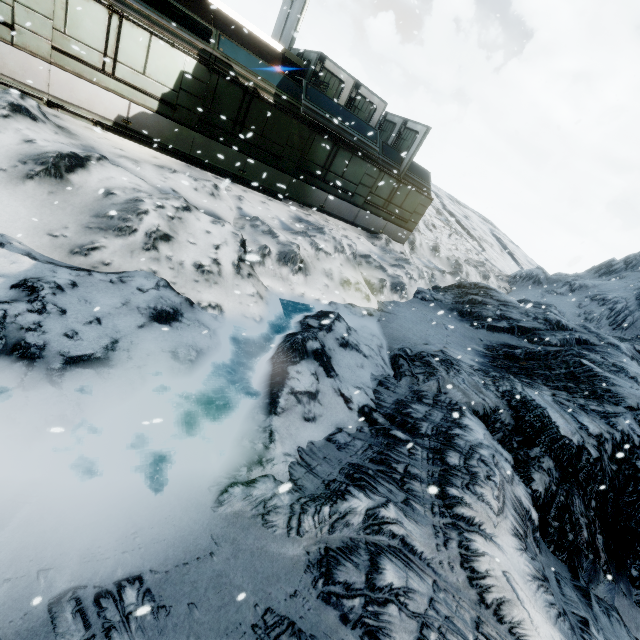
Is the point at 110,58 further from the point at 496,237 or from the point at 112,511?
the point at 496,237
